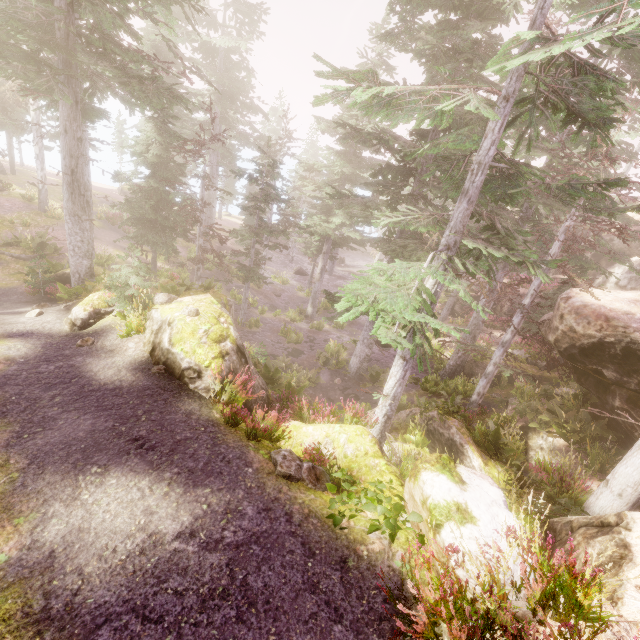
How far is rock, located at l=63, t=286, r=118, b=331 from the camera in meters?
10.5

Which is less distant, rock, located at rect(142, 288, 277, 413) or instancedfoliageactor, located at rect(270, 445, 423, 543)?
instancedfoliageactor, located at rect(270, 445, 423, 543)

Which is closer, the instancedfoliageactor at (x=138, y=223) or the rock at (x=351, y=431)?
the rock at (x=351, y=431)

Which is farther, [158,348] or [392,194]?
[392,194]

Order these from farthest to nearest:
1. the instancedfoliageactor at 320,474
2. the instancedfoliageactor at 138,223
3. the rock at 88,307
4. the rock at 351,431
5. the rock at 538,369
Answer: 1. the rock at 538,369
2. the rock at 88,307
3. the instancedfoliageactor at 138,223
4. the instancedfoliageactor at 320,474
5. the rock at 351,431

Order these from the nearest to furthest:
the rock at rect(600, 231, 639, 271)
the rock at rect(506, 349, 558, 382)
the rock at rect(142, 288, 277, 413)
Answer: the rock at rect(142, 288, 277, 413)
the rock at rect(506, 349, 558, 382)
the rock at rect(600, 231, 639, 271)
